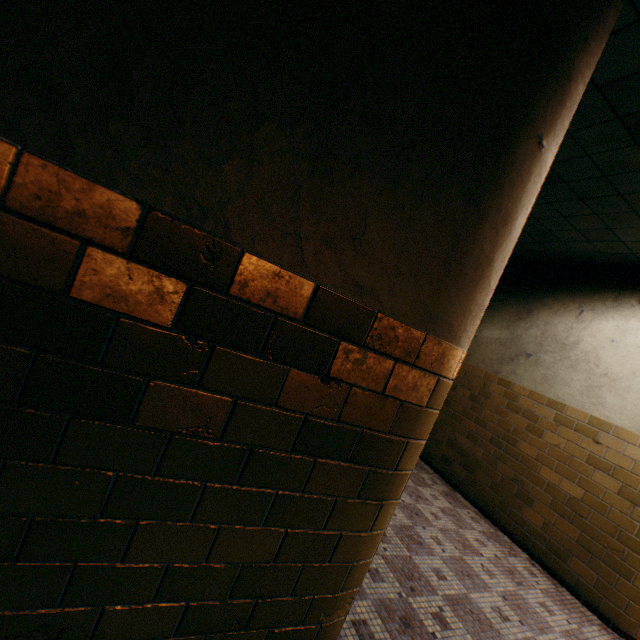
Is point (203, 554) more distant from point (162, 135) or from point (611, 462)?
point (611, 462)
